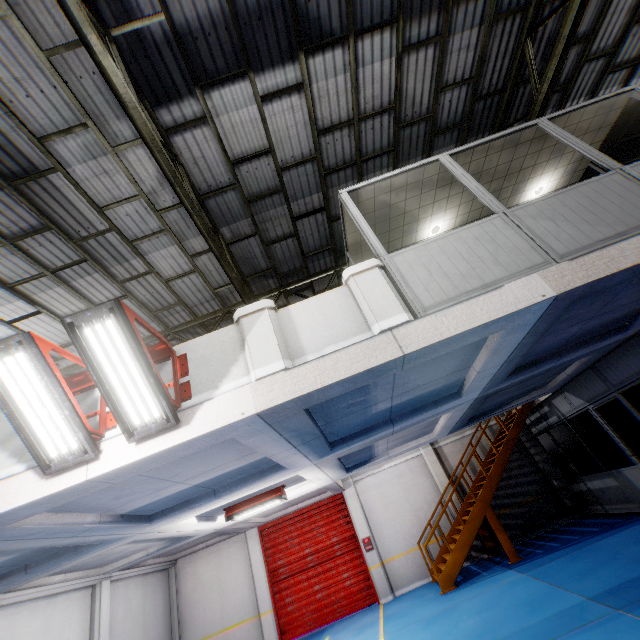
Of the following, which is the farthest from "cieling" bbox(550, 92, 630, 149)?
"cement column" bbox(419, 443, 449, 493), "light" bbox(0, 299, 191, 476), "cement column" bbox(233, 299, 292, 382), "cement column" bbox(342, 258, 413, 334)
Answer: "cement column" bbox(419, 443, 449, 493)

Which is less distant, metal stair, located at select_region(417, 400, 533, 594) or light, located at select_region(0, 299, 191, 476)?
light, located at select_region(0, 299, 191, 476)

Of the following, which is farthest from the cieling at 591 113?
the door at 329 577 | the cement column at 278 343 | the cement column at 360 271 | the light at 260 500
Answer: the door at 329 577

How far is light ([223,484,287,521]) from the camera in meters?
8.5

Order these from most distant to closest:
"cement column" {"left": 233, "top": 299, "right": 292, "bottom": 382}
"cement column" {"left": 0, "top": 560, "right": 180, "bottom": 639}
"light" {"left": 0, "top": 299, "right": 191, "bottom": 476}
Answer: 1. "cement column" {"left": 0, "top": 560, "right": 180, "bottom": 639}
2. "cement column" {"left": 233, "top": 299, "right": 292, "bottom": 382}
3. "light" {"left": 0, "top": 299, "right": 191, "bottom": 476}

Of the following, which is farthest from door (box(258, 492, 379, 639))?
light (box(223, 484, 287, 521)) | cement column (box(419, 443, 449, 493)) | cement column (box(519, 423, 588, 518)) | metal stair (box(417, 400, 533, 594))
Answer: cement column (box(519, 423, 588, 518))

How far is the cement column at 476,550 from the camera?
11.7 meters

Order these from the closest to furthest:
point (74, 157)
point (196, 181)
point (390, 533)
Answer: point (74, 157)
point (196, 181)
point (390, 533)
